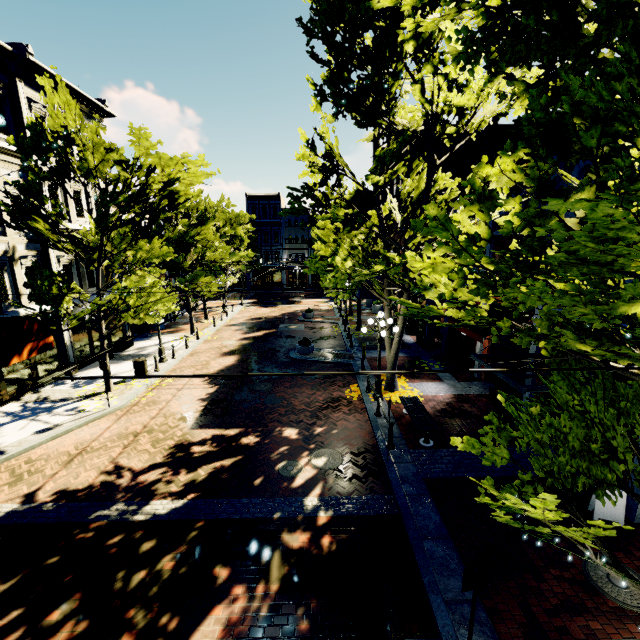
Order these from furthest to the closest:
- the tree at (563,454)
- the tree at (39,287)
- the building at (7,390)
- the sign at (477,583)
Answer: the building at (7,390), the tree at (39,287), the sign at (477,583), the tree at (563,454)

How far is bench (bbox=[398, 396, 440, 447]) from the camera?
10.05m

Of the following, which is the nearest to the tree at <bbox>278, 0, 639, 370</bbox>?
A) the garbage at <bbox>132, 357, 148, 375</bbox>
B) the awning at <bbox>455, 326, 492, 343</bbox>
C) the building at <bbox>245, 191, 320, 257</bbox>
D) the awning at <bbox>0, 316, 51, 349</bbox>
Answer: the building at <bbox>245, 191, 320, 257</bbox>

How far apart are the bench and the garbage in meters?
12.2 m

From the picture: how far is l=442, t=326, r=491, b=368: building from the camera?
15.1m

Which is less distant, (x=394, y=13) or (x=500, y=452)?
(x=500, y=452)

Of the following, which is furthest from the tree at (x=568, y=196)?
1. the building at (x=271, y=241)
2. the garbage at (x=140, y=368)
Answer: the garbage at (x=140, y=368)

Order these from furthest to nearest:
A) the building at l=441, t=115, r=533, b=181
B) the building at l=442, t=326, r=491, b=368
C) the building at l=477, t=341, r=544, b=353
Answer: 1. the building at l=441, t=115, r=533, b=181
2. the building at l=442, t=326, r=491, b=368
3. the building at l=477, t=341, r=544, b=353
